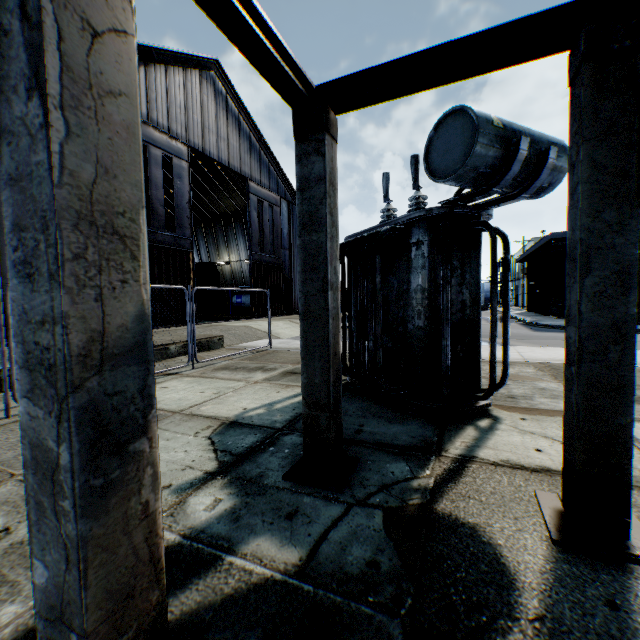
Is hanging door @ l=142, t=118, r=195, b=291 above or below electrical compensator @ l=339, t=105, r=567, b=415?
above

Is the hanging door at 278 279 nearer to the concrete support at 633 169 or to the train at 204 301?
the train at 204 301

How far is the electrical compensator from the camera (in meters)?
3.71

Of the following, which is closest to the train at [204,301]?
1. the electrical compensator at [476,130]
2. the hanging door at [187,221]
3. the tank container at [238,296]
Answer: the hanging door at [187,221]

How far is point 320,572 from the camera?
2.0m

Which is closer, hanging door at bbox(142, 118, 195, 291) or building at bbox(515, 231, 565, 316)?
hanging door at bbox(142, 118, 195, 291)

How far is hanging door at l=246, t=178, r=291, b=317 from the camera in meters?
24.4

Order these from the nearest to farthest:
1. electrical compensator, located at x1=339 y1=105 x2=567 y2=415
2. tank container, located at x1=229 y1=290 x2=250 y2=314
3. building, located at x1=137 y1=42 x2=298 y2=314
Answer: electrical compensator, located at x1=339 y1=105 x2=567 y2=415, building, located at x1=137 y1=42 x2=298 y2=314, tank container, located at x1=229 y1=290 x2=250 y2=314
